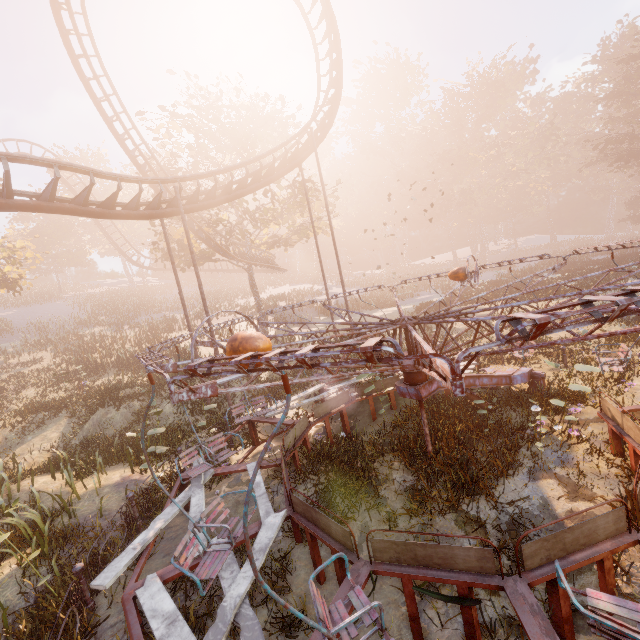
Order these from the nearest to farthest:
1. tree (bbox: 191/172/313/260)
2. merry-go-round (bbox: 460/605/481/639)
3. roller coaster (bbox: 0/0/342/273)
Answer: merry-go-round (bbox: 460/605/481/639)
roller coaster (bbox: 0/0/342/273)
tree (bbox: 191/172/313/260)

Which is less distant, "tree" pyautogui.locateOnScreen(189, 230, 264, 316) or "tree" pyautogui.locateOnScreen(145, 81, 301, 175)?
"tree" pyautogui.locateOnScreen(145, 81, 301, 175)

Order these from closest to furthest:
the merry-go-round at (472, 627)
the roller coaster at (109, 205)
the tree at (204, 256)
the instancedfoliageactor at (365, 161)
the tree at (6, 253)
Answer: the merry-go-round at (472, 627), the roller coaster at (109, 205), the tree at (6, 253), the tree at (204, 256), the instancedfoliageactor at (365, 161)

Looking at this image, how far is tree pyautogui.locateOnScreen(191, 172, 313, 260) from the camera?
22.88m

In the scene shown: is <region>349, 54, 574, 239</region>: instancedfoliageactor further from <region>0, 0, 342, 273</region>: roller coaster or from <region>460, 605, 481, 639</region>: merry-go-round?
<region>460, 605, 481, 639</region>: merry-go-round

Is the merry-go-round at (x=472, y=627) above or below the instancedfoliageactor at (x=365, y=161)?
below

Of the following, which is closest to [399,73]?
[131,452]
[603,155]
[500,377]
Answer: [603,155]

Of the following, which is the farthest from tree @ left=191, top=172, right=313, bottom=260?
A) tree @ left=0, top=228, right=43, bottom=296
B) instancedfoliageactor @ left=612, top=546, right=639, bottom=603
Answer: instancedfoliageactor @ left=612, top=546, right=639, bottom=603
